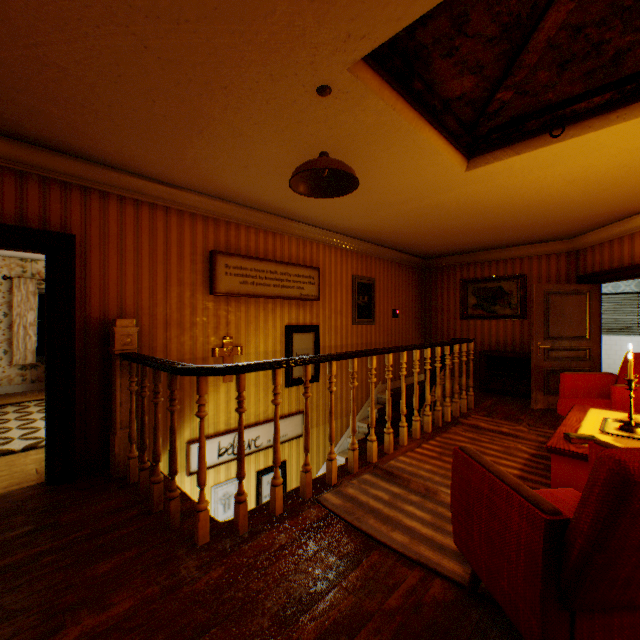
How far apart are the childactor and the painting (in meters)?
1.06

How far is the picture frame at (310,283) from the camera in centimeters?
425cm

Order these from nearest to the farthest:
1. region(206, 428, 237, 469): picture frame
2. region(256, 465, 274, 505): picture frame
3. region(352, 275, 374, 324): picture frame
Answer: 1. region(206, 428, 237, 469): picture frame
2. region(256, 465, 274, 505): picture frame
3. region(352, 275, 374, 324): picture frame

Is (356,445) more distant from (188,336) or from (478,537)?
(188,336)

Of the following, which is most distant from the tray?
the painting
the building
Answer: the painting

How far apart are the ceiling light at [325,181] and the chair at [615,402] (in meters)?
3.71

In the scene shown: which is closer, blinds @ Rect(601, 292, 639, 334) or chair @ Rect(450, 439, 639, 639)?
A: chair @ Rect(450, 439, 639, 639)

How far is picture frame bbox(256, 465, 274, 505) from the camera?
4.8m
